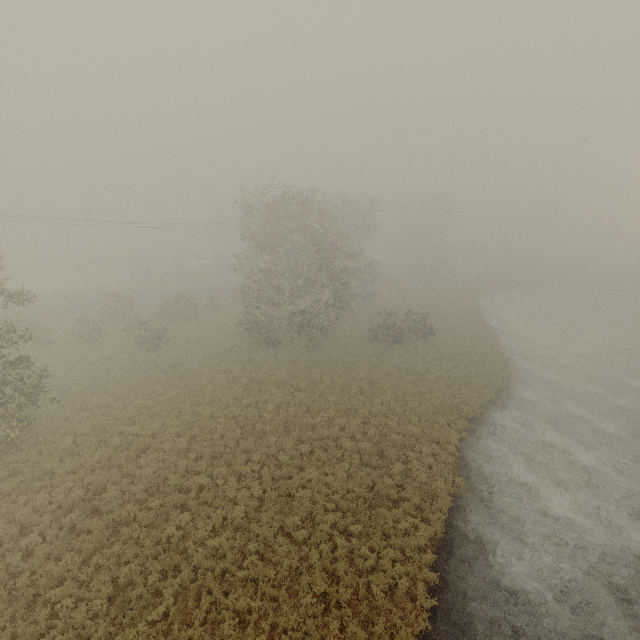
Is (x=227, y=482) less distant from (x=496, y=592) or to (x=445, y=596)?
(x=445, y=596)
